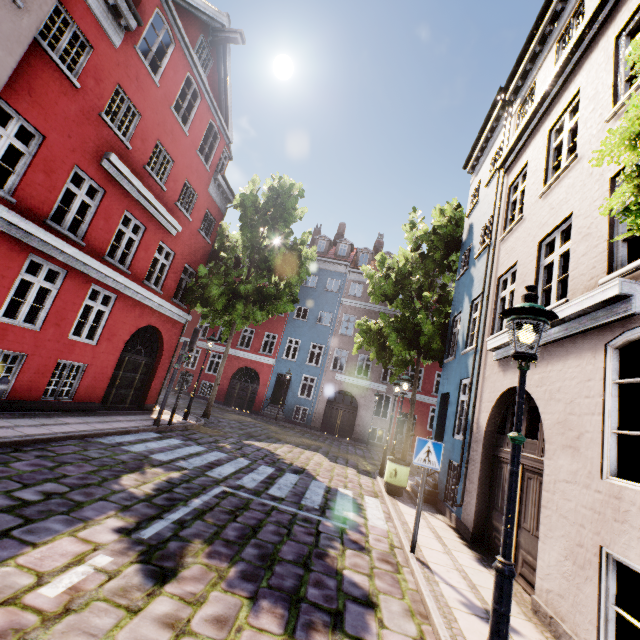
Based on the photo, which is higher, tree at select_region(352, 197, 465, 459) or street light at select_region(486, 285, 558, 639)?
tree at select_region(352, 197, 465, 459)

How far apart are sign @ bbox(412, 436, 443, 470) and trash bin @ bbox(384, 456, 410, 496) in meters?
4.2

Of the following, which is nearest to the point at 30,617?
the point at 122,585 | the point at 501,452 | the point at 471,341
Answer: the point at 122,585

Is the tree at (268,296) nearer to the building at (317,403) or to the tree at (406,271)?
the building at (317,403)

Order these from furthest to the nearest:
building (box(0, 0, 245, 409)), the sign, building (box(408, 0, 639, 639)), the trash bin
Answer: the trash bin
building (box(0, 0, 245, 409))
the sign
building (box(408, 0, 639, 639))

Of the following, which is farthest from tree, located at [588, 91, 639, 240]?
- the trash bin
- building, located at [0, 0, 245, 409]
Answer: the trash bin

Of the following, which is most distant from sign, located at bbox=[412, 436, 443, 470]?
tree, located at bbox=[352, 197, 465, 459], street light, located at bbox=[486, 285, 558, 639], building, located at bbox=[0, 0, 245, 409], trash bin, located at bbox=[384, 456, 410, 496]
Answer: tree, located at bbox=[352, 197, 465, 459]

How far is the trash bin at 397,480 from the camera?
9.6m
